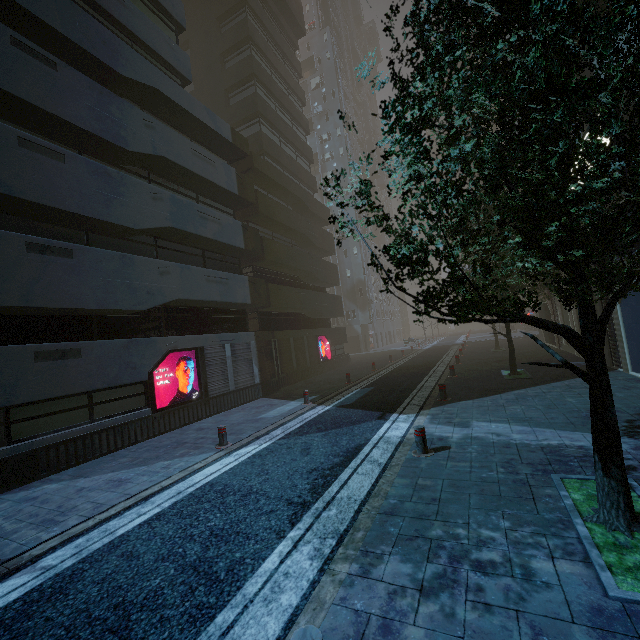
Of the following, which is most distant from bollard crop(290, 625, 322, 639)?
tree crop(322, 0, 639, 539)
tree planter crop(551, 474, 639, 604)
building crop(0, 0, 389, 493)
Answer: building crop(0, 0, 389, 493)

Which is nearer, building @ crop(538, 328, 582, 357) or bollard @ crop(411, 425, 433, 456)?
bollard @ crop(411, 425, 433, 456)

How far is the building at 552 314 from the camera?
16.2 meters

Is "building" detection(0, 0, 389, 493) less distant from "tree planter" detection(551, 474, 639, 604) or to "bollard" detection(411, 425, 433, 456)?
"tree planter" detection(551, 474, 639, 604)

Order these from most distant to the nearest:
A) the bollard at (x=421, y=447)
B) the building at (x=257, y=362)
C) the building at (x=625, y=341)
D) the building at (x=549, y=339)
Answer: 1. the building at (x=549, y=339)
2. the building at (x=625, y=341)
3. the building at (x=257, y=362)
4. the bollard at (x=421, y=447)

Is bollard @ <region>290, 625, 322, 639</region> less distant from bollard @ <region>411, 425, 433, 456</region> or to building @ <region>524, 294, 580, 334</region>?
bollard @ <region>411, 425, 433, 456</region>

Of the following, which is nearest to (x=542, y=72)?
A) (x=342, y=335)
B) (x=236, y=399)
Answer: (x=236, y=399)

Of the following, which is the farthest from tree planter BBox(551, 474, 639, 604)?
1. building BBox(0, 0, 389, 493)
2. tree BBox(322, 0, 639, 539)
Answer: building BBox(0, 0, 389, 493)
